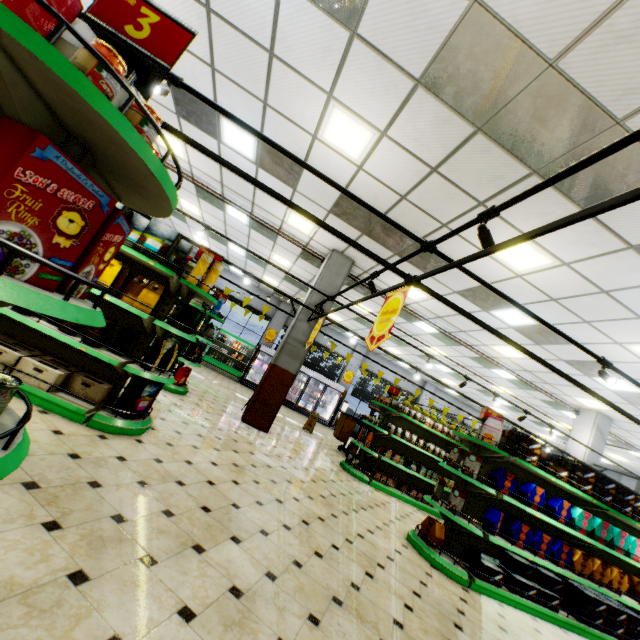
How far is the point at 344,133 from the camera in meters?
4.8 m

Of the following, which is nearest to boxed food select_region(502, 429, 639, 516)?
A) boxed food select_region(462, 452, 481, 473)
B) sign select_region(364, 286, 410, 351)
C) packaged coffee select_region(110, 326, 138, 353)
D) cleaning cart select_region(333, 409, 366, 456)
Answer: boxed food select_region(462, 452, 481, 473)

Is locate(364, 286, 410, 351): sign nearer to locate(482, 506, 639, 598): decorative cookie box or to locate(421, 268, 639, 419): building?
locate(421, 268, 639, 419): building

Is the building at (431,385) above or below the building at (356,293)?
below

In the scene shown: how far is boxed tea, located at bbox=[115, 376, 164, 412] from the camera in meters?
3.8 m

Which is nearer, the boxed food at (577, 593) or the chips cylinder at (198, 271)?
the chips cylinder at (198, 271)

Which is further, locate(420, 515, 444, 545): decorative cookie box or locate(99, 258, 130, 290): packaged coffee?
locate(420, 515, 444, 545): decorative cookie box

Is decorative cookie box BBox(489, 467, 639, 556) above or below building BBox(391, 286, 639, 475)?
below
